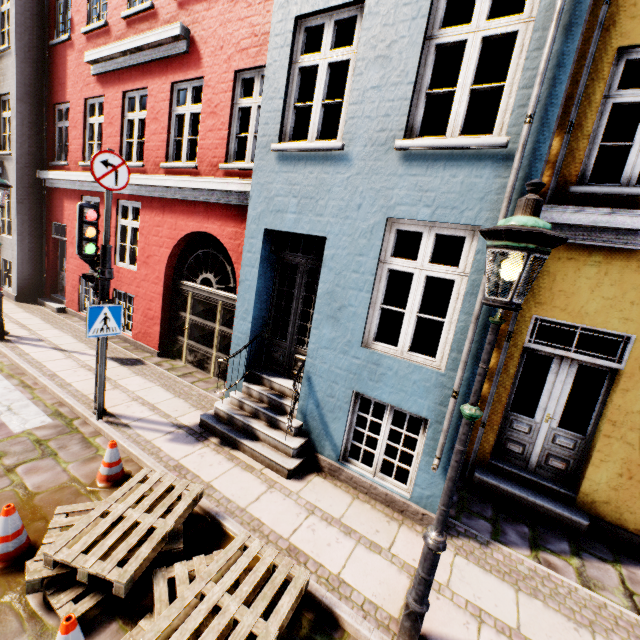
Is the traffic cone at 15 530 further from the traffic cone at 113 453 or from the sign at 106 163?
the sign at 106 163

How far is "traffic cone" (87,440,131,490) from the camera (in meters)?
4.04

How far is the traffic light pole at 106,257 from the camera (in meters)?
4.85

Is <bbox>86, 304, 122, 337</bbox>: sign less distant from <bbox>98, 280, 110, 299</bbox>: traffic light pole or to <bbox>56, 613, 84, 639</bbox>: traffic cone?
<bbox>98, 280, 110, 299</bbox>: traffic light pole

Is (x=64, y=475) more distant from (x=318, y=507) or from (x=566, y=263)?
(x=566, y=263)

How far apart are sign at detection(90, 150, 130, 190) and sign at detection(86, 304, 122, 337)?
1.68m

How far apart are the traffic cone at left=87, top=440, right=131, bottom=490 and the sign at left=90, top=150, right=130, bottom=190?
3.6m

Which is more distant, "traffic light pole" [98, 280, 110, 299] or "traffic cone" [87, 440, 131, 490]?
"traffic light pole" [98, 280, 110, 299]
